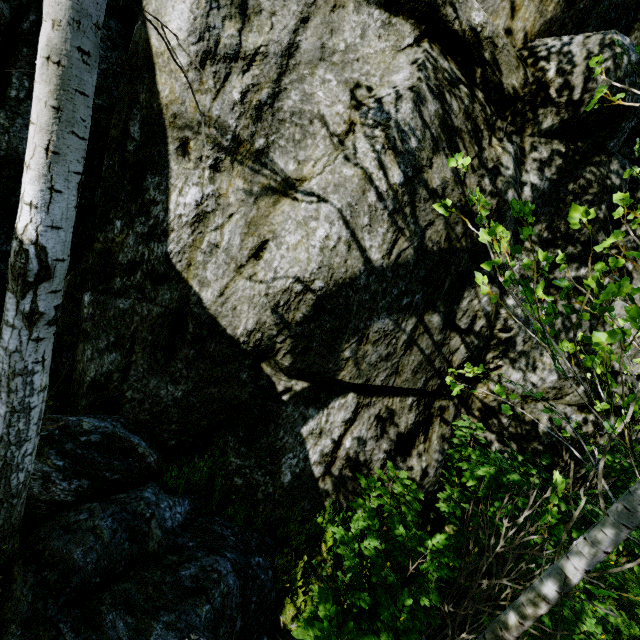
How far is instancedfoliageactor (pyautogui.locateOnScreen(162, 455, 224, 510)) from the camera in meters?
3.3

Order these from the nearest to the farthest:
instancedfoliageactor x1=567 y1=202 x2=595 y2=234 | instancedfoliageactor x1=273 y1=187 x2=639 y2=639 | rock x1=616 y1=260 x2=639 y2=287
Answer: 1. instancedfoliageactor x1=567 y1=202 x2=595 y2=234
2. instancedfoliageactor x1=273 y1=187 x2=639 y2=639
3. rock x1=616 y1=260 x2=639 y2=287

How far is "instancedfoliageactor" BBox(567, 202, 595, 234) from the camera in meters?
1.2 m

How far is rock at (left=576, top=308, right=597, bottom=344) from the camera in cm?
413

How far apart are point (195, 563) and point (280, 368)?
1.8m

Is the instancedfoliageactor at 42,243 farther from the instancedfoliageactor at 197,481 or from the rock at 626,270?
the instancedfoliageactor at 197,481

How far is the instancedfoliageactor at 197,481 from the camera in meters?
3.3 m
